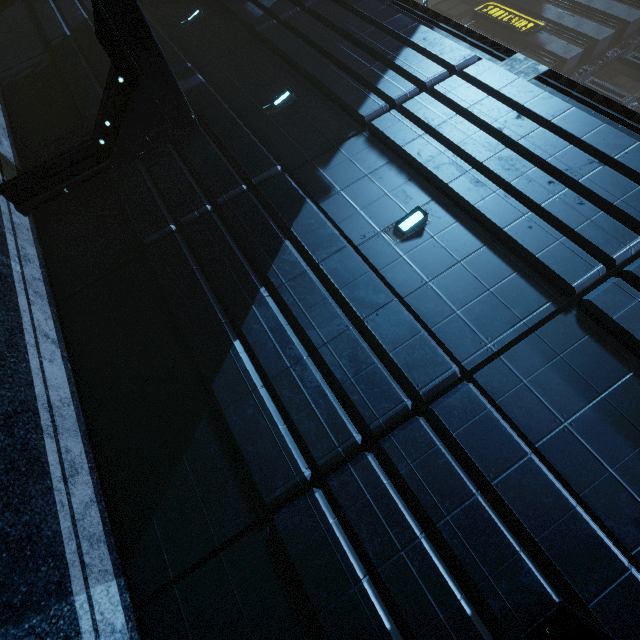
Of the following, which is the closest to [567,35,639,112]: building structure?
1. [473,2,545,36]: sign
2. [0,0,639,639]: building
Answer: [0,0,639,639]: building

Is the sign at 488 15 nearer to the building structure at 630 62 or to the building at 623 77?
the building at 623 77

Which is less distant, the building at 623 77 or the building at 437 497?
the building at 437 497

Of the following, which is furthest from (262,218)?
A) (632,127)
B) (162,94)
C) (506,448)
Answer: (632,127)

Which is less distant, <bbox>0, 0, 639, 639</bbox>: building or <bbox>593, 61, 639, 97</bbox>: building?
<bbox>0, 0, 639, 639</bbox>: building

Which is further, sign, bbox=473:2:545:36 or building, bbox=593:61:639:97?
building, bbox=593:61:639:97

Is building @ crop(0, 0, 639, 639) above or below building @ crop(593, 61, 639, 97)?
below

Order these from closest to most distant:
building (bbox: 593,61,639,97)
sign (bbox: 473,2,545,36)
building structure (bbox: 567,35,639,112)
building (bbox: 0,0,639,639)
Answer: building (bbox: 0,0,639,639), building structure (bbox: 567,35,639,112), sign (bbox: 473,2,545,36), building (bbox: 593,61,639,97)
